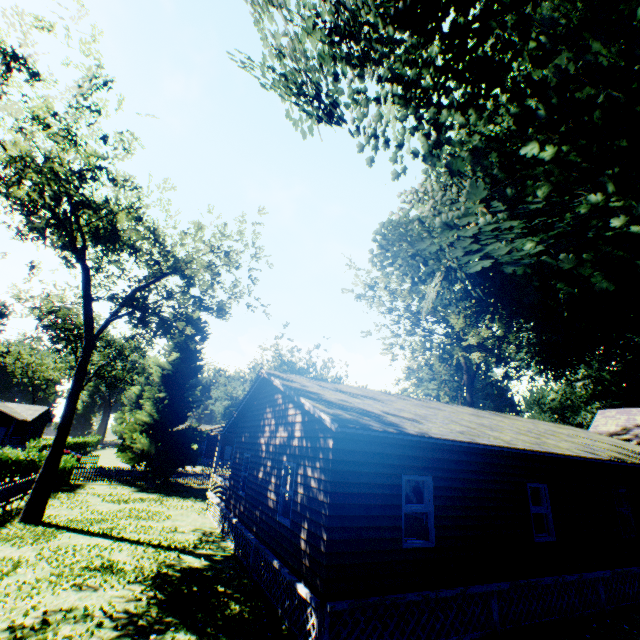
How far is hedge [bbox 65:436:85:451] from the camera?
48.4 meters

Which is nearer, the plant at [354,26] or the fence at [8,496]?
the plant at [354,26]

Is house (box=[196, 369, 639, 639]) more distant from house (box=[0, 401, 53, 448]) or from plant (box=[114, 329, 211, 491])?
house (box=[0, 401, 53, 448])

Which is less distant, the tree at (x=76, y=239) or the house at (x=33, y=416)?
the tree at (x=76, y=239)

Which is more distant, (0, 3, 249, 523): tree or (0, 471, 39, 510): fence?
(0, 471, 39, 510): fence

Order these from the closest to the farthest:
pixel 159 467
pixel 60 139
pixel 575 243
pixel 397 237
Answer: pixel 575 243 → pixel 397 237 → pixel 60 139 → pixel 159 467

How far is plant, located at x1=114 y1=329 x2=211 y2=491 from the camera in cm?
2577

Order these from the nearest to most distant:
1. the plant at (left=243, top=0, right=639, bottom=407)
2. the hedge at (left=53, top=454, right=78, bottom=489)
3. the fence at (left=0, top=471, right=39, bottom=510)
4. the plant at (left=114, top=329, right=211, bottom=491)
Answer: the plant at (left=243, top=0, right=639, bottom=407) → the fence at (left=0, top=471, right=39, bottom=510) → the hedge at (left=53, top=454, right=78, bottom=489) → the plant at (left=114, top=329, right=211, bottom=491)
